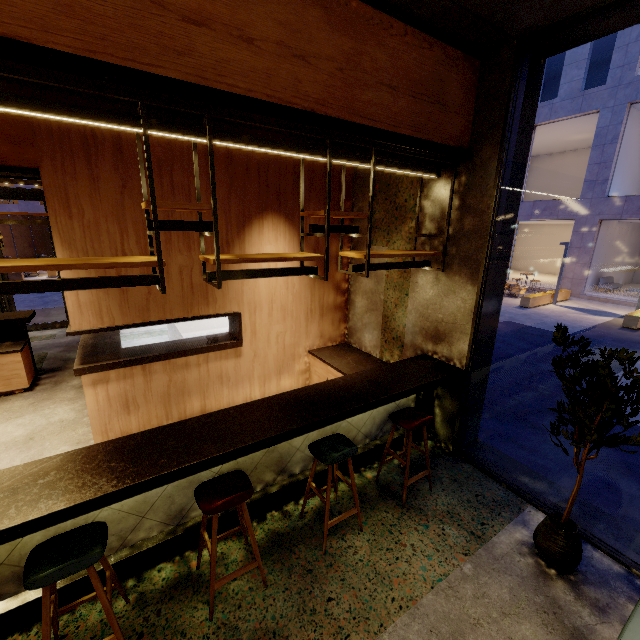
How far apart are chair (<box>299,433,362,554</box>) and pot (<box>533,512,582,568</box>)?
1.6m

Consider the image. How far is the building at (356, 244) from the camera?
5.2m

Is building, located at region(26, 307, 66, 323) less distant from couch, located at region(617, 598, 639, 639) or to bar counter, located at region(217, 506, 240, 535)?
bar counter, located at region(217, 506, 240, 535)

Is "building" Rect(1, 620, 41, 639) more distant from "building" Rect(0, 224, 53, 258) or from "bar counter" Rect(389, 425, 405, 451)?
"building" Rect(0, 224, 53, 258)

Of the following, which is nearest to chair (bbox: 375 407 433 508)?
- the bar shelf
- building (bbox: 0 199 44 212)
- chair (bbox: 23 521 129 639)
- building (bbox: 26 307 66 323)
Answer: the bar shelf

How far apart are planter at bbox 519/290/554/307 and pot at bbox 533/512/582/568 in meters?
13.6

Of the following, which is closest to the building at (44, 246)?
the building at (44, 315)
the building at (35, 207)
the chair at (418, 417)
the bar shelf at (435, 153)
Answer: the building at (35, 207)

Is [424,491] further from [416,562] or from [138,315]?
[138,315]
